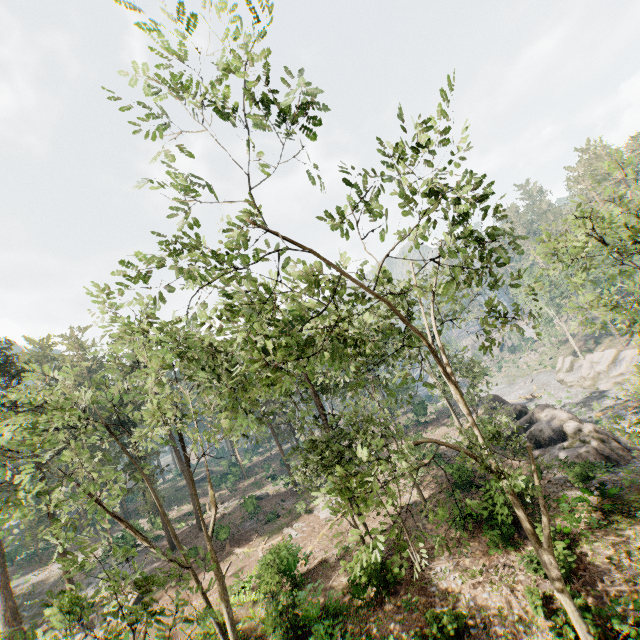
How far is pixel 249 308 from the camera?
8.8m

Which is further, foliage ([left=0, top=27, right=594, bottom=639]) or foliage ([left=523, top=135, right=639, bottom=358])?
foliage ([left=523, top=135, right=639, bottom=358])

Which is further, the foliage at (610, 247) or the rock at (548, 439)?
the rock at (548, 439)

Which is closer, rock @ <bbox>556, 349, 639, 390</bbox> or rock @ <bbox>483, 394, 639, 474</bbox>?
rock @ <bbox>483, 394, 639, 474</bbox>

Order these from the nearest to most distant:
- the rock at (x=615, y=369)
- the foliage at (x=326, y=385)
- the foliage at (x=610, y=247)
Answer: the foliage at (x=326, y=385) → the foliage at (x=610, y=247) → the rock at (x=615, y=369)

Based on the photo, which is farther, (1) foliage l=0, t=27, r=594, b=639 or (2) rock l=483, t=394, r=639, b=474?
(2) rock l=483, t=394, r=639, b=474
